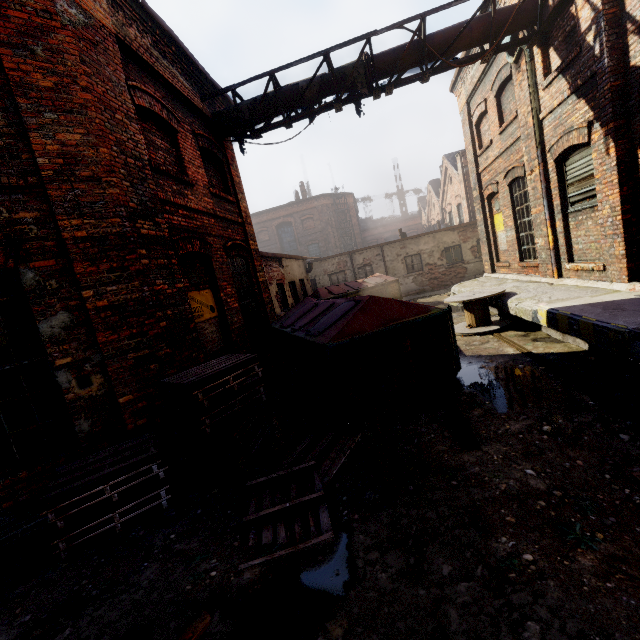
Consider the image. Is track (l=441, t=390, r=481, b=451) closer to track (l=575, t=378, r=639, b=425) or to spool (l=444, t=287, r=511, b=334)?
spool (l=444, t=287, r=511, b=334)

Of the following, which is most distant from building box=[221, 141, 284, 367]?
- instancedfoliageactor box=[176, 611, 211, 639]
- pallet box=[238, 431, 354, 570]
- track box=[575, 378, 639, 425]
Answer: instancedfoliageactor box=[176, 611, 211, 639]

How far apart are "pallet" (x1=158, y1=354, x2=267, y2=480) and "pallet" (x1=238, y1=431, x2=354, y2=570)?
0.5 meters

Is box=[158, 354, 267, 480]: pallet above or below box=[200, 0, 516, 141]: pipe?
below

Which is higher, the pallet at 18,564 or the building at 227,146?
the building at 227,146

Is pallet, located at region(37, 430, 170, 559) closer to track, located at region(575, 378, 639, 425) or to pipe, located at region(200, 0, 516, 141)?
track, located at region(575, 378, 639, 425)

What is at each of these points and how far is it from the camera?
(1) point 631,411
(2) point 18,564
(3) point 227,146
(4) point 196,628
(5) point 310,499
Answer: (1) track, 3.7 meters
(2) pallet, 3.4 meters
(3) building, 9.0 meters
(4) instancedfoliageactor, 2.3 meters
(5) pallet, 3.3 meters

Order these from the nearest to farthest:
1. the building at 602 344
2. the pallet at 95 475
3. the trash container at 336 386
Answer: the pallet at 95 475 < the building at 602 344 < the trash container at 336 386
